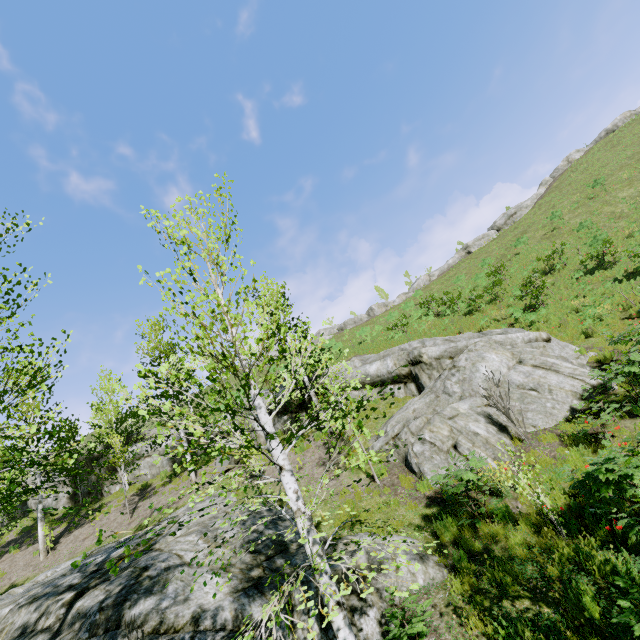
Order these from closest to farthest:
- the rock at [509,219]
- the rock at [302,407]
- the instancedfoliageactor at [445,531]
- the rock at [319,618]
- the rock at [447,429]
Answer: the instancedfoliageactor at [445,531], the rock at [319,618], the rock at [447,429], the rock at [302,407], the rock at [509,219]

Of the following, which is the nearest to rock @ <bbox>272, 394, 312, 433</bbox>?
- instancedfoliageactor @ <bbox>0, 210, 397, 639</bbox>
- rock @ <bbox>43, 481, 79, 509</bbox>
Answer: rock @ <bbox>43, 481, 79, 509</bbox>

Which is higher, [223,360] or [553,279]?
[553,279]

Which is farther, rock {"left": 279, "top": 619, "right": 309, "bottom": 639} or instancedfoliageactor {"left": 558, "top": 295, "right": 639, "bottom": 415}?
instancedfoliageactor {"left": 558, "top": 295, "right": 639, "bottom": 415}

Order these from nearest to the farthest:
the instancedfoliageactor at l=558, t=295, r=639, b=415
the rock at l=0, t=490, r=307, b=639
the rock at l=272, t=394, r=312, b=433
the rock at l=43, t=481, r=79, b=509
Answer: the rock at l=0, t=490, r=307, b=639 < the instancedfoliageactor at l=558, t=295, r=639, b=415 < the rock at l=272, t=394, r=312, b=433 < the rock at l=43, t=481, r=79, b=509

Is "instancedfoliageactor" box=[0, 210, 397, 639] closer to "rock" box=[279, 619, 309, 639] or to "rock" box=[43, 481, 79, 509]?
"rock" box=[279, 619, 309, 639]

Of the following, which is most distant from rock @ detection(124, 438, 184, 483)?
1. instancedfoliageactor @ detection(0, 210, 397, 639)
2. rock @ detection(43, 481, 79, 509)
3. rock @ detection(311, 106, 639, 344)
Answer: rock @ detection(311, 106, 639, 344)

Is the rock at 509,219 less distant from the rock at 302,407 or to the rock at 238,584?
the rock at 302,407
